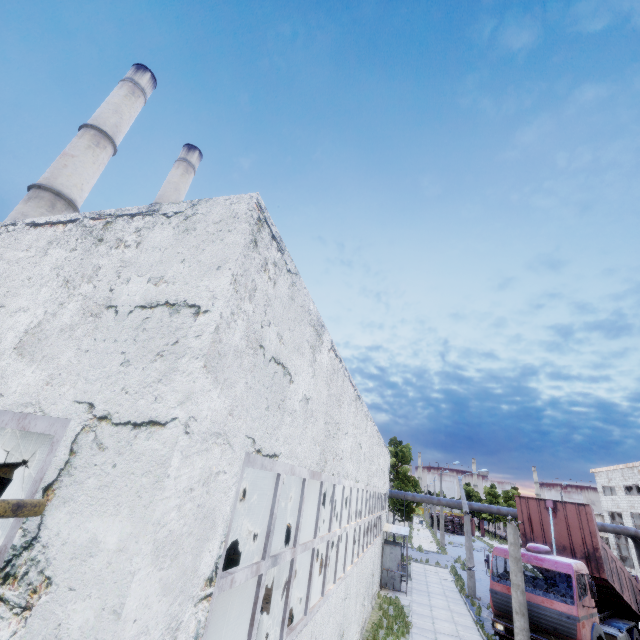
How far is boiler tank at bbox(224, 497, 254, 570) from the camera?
14.60m

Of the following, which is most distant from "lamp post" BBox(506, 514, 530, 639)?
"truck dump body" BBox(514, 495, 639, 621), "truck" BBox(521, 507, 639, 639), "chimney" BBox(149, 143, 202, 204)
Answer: "chimney" BBox(149, 143, 202, 204)

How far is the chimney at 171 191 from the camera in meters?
28.8 m

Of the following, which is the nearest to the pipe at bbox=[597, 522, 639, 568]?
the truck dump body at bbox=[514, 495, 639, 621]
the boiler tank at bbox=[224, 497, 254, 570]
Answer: the truck dump body at bbox=[514, 495, 639, 621]

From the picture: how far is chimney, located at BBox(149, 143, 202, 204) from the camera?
28.8 meters

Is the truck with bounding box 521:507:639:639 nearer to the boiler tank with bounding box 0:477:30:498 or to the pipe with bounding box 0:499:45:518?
the pipe with bounding box 0:499:45:518

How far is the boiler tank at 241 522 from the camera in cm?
1460

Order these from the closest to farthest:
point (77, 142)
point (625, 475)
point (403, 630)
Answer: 1. point (403, 630)
2. point (77, 142)
3. point (625, 475)
